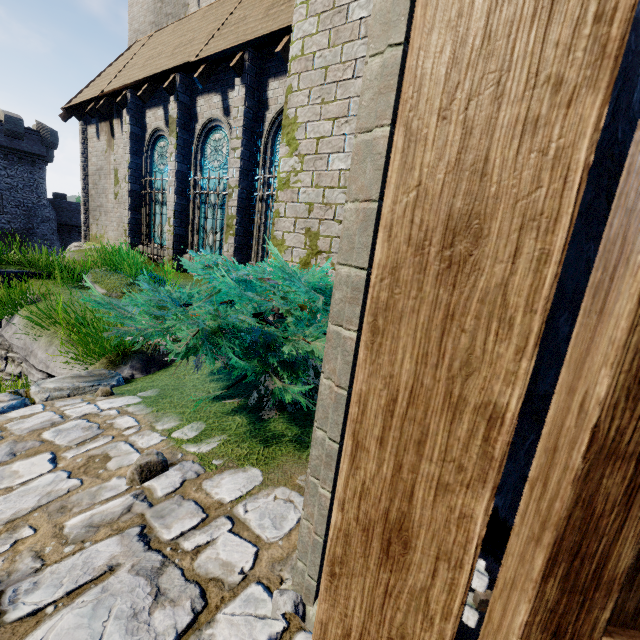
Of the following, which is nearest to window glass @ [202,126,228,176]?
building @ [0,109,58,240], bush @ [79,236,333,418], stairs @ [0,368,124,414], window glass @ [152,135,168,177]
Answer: window glass @ [152,135,168,177]

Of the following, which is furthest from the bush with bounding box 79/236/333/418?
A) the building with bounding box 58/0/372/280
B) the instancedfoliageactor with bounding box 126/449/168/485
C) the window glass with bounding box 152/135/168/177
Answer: the window glass with bounding box 152/135/168/177

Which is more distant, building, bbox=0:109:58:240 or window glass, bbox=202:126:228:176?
building, bbox=0:109:58:240

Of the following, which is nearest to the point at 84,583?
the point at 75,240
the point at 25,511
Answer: the point at 25,511

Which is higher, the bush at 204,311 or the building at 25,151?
the building at 25,151

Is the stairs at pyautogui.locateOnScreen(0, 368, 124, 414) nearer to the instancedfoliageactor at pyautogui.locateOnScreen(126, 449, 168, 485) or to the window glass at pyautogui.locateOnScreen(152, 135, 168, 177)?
the instancedfoliageactor at pyautogui.locateOnScreen(126, 449, 168, 485)

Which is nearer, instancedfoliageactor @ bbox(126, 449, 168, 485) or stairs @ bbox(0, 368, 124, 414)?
instancedfoliageactor @ bbox(126, 449, 168, 485)

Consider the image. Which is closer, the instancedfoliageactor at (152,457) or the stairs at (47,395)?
the instancedfoliageactor at (152,457)
